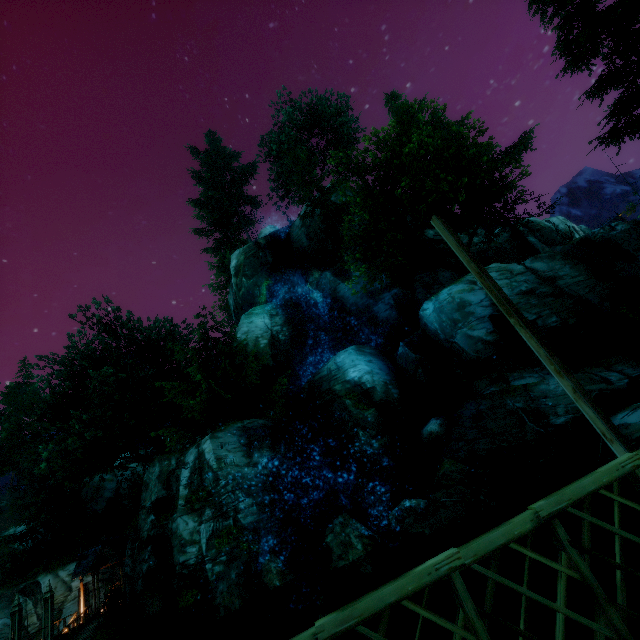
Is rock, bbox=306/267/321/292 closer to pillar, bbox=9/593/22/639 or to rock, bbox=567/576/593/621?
rock, bbox=567/576/593/621

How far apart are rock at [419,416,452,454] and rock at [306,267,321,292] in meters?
15.1 m

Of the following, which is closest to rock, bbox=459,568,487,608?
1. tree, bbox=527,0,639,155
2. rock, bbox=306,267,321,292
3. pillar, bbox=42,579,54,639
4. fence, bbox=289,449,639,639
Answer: fence, bbox=289,449,639,639

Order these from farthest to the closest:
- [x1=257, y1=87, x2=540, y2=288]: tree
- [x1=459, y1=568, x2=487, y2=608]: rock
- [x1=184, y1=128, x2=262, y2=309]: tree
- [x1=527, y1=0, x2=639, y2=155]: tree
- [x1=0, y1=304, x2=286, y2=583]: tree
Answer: [x1=184, y1=128, x2=262, y2=309]: tree → [x1=0, y1=304, x2=286, y2=583]: tree → [x1=257, y1=87, x2=540, y2=288]: tree → [x1=527, y1=0, x2=639, y2=155]: tree → [x1=459, y1=568, x2=487, y2=608]: rock

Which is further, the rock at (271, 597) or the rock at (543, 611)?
the rock at (271, 597)

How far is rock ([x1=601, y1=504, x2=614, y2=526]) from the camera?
8.1 meters

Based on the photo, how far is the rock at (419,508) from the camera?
10.5 meters

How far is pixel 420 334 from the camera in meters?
19.8
